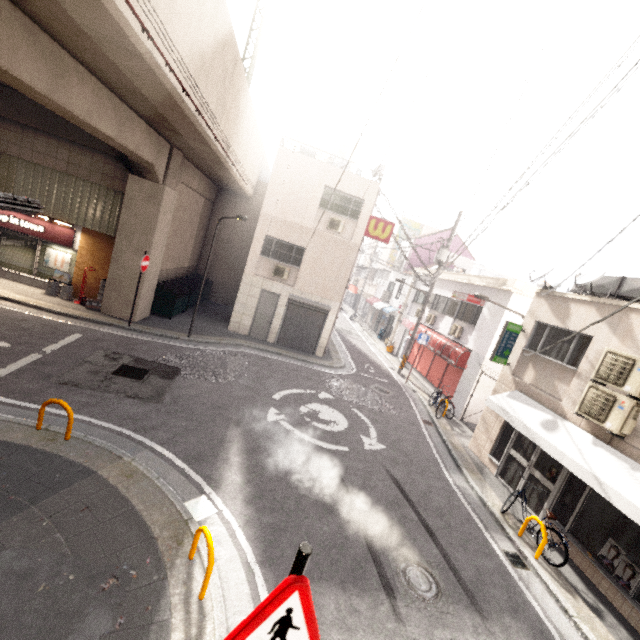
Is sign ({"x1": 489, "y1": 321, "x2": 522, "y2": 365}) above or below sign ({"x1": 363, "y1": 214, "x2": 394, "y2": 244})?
below

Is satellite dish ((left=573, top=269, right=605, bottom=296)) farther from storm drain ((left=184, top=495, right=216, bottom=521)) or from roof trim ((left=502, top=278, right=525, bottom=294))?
storm drain ((left=184, top=495, right=216, bottom=521))

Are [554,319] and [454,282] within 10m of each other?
yes

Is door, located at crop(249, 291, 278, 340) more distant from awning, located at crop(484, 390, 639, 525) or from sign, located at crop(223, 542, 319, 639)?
sign, located at crop(223, 542, 319, 639)

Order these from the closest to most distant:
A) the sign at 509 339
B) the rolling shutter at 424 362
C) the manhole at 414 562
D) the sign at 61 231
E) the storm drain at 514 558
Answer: the manhole at 414 562 → the storm drain at 514 558 → the sign at 509 339 → the sign at 61 231 → the rolling shutter at 424 362

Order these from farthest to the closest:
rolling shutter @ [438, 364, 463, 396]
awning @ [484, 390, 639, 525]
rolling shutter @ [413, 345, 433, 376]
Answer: rolling shutter @ [413, 345, 433, 376] → rolling shutter @ [438, 364, 463, 396] → awning @ [484, 390, 639, 525]

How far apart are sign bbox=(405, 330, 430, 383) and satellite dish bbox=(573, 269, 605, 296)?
7.7 meters

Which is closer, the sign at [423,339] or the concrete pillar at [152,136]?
the concrete pillar at [152,136]
